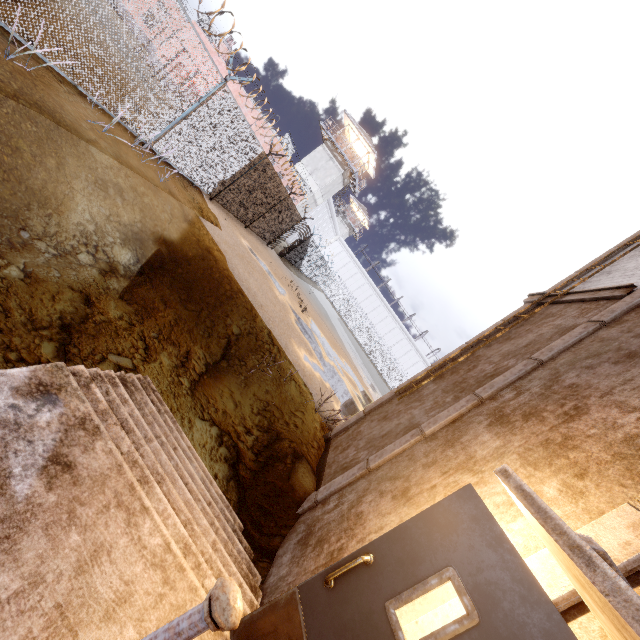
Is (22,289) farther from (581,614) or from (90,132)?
(581,614)

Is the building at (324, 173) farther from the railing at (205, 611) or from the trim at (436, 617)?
the railing at (205, 611)

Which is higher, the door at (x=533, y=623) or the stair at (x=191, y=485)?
the door at (x=533, y=623)

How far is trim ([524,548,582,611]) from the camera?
1.9 meters

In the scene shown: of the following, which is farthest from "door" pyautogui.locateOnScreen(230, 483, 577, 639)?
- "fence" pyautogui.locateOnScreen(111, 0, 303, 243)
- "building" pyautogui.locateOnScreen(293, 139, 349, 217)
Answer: "building" pyautogui.locateOnScreen(293, 139, 349, 217)

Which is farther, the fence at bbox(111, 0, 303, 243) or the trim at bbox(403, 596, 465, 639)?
the fence at bbox(111, 0, 303, 243)

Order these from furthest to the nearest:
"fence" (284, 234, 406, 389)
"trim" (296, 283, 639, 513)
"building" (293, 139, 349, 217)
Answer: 1. "building" (293, 139, 349, 217)
2. "fence" (284, 234, 406, 389)
3. "trim" (296, 283, 639, 513)

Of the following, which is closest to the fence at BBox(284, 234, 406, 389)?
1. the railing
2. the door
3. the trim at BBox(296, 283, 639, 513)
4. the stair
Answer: the trim at BBox(296, 283, 639, 513)
